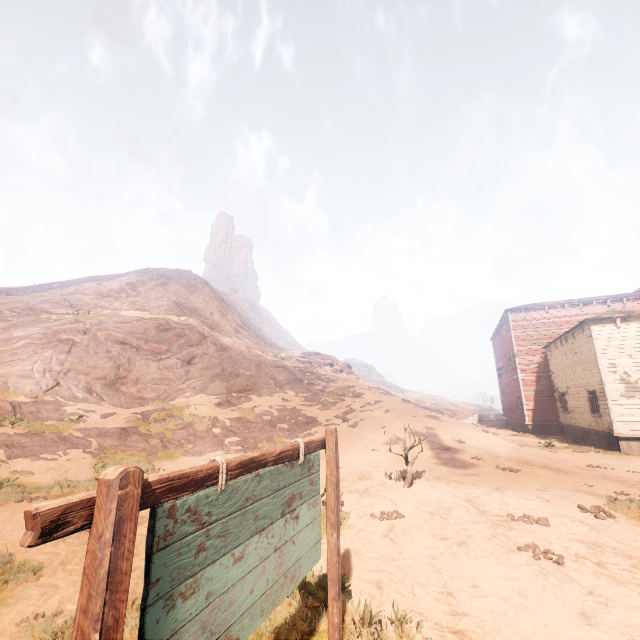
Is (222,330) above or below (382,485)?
above

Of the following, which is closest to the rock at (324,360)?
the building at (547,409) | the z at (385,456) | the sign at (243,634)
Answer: the z at (385,456)

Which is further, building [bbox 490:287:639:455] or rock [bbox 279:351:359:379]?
rock [bbox 279:351:359:379]

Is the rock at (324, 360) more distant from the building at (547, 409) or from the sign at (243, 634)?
the sign at (243, 634)

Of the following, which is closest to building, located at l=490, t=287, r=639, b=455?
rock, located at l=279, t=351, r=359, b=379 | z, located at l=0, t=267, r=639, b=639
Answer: z, located at l=0, t=267, r=639, b=639

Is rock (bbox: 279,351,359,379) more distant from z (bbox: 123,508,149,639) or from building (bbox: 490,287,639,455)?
building (bbox: 490,287,639,455)

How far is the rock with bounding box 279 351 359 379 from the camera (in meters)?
33.50
